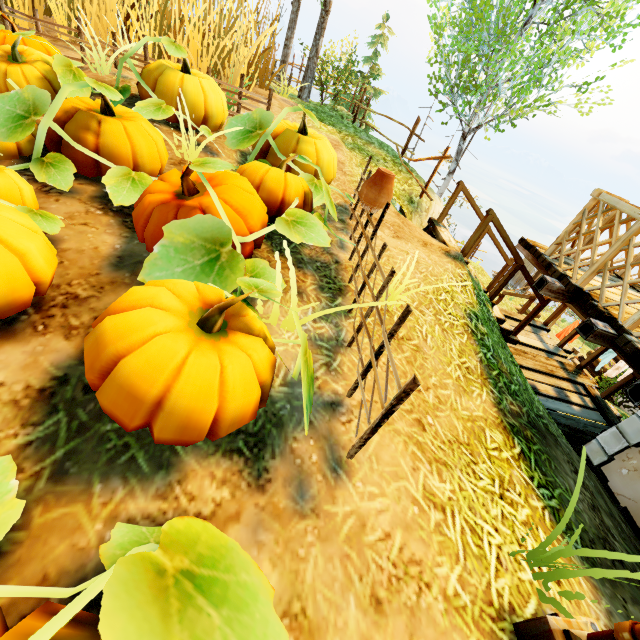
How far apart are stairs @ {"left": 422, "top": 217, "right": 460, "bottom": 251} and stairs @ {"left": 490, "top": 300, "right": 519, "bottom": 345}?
0.9m

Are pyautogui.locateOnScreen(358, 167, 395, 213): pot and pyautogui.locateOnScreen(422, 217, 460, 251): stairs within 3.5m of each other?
yes

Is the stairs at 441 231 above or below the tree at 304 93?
below

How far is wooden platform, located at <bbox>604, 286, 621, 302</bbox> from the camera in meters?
4.1

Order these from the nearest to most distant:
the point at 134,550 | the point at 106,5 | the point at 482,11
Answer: Answer: the point at 134,550 < the point at 106,5 < the point at 482,11

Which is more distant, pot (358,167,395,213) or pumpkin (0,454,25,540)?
pot (358,167,395,213)

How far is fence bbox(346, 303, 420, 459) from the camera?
1.7 meters

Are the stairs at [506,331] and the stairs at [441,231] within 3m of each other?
yes
